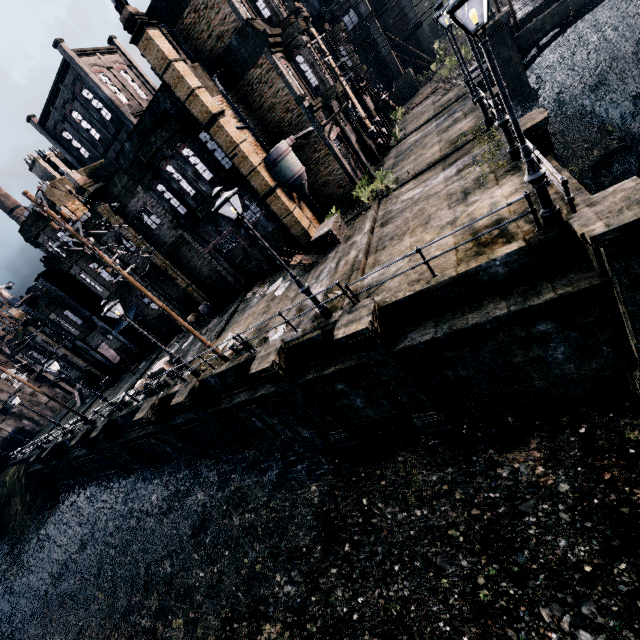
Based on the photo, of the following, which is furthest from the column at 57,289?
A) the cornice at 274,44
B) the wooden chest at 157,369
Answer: the cornice at 274,44

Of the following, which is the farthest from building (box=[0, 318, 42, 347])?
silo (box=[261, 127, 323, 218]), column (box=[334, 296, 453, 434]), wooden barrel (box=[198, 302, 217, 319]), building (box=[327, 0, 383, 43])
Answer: column (box=[334, 296, 453, 434])

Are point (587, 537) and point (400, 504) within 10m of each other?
yes

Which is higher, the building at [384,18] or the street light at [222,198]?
the building at [384,18]

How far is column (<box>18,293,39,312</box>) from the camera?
31.57m

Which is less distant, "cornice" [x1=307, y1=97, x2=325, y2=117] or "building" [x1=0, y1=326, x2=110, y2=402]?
"cornice" [x1=307, y1=97, x2=325, y2=117]

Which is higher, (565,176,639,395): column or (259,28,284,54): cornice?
(259,28,284,54): cornice

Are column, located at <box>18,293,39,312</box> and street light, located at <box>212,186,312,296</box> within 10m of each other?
no
